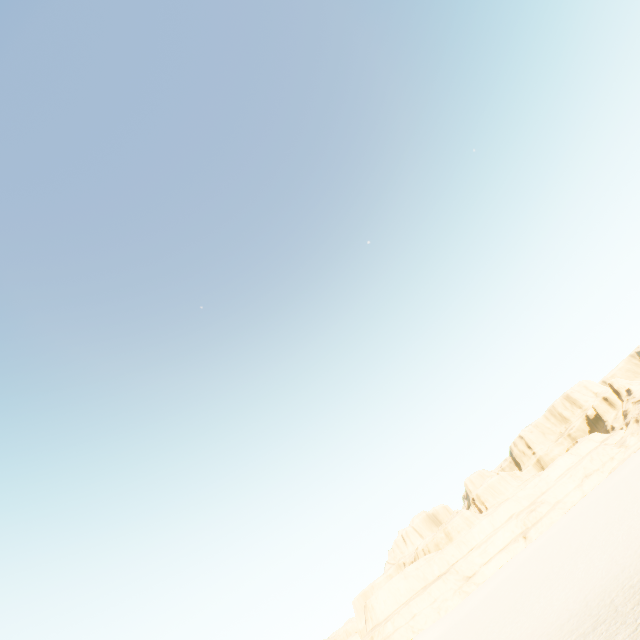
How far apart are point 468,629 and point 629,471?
38.95m
